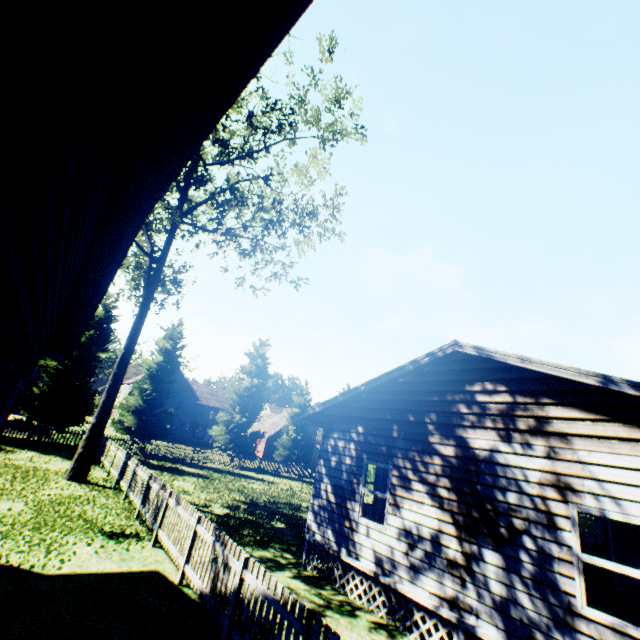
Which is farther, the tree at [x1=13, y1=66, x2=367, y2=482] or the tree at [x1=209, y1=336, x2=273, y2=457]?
the tree at [x1=209, y1=336, x2=273, y2=457]

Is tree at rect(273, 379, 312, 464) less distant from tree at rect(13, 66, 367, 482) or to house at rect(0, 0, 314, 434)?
tree at rect(13, 66, 367, 482)

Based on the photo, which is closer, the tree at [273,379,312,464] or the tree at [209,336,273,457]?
the tree at [209,336,273,457]

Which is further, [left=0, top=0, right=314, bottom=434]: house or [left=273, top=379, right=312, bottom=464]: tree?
[left=273, top=379, right=312, bottom=464]: tree

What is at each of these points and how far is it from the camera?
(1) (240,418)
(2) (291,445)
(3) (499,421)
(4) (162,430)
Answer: (1) tree, 33.75m
(2) tree, 37.72m
(3) house, 7.19m
(4) tree, 28.17m

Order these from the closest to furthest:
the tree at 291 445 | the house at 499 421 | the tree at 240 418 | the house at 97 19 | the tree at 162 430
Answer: the house at 97 19, the house at 499 421, the tree at 162 430, the tree at 240 418, the tree at 291 445

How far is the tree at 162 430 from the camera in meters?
15.3 m

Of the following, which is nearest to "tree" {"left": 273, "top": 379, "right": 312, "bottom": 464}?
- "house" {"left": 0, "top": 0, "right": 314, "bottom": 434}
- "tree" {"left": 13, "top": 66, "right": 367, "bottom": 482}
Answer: "tree" {"left": 13, "top": 66, "right": 367, "bottom": 482}
